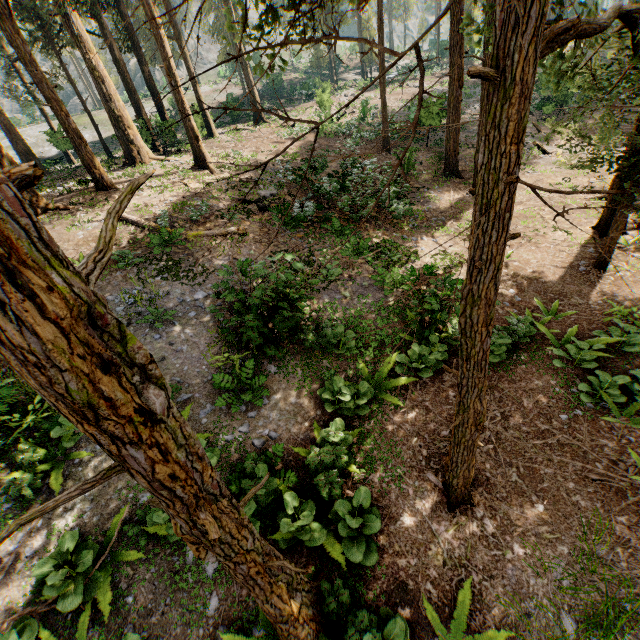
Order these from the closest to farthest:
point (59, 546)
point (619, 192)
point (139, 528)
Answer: point (619, 192), point (59, 546), point (139, 528)

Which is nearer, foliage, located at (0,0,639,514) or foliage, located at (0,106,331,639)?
foliage, located at (0,106,331,639)

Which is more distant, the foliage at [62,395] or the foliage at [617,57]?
the foliage at [617,57]
